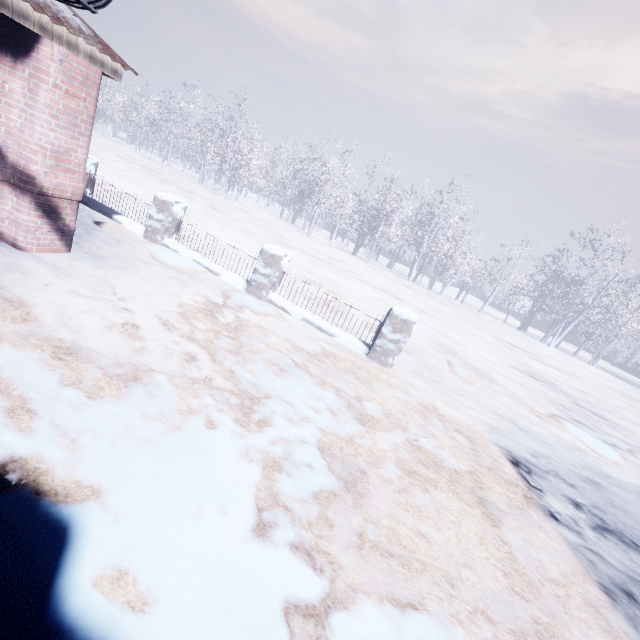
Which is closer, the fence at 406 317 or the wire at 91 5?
the wire at 91 5

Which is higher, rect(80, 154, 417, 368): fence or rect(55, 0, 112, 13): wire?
rect(55, 0, 112, 13): wire

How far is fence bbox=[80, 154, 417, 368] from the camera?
4.99m

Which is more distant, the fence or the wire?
the fence

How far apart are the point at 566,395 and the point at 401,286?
10.1m

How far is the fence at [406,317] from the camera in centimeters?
499cm
